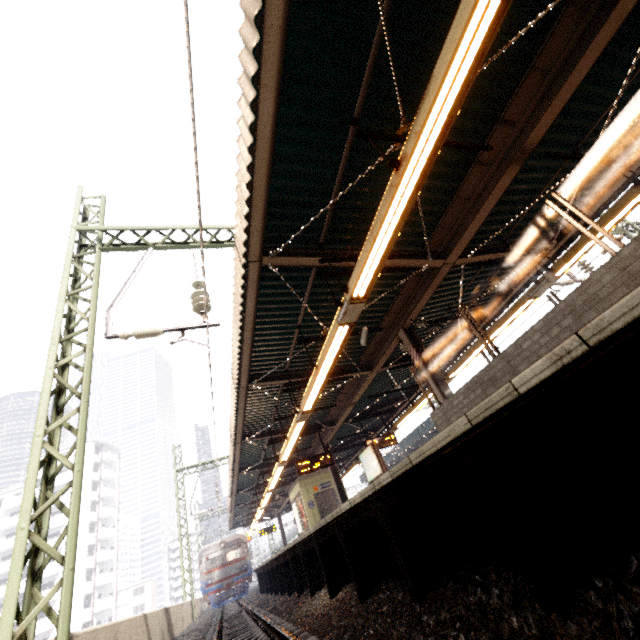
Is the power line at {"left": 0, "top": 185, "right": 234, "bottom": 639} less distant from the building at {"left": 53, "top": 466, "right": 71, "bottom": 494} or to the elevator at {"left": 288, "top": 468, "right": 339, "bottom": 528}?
the elevator at {"left": 288, "top": 468, "right": 339, "bottom": 528}

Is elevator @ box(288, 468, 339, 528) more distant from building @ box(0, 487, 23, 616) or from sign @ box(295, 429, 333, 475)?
building @ box(0, 487, 23, 616)

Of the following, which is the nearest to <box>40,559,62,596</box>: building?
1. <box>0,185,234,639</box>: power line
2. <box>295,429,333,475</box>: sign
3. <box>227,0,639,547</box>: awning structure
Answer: <box>227,0,639,547</box>: awning structure

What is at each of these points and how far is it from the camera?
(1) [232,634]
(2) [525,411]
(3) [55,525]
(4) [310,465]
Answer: (1) train track, 8.09m
(2) platform underside, 2.11m
(3) building, 47.25m
(4) sign, 12.97m

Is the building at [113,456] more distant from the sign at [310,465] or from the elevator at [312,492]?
the sign at [310,465]

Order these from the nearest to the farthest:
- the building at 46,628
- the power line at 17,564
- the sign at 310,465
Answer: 1. the power line at 17,564
2. the sign at 310,465
3. the building at 46,628

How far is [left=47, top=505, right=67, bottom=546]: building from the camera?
46.3m
